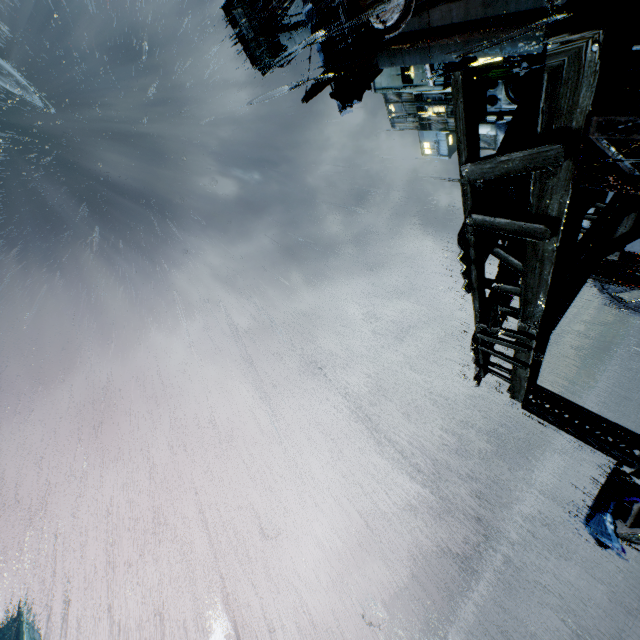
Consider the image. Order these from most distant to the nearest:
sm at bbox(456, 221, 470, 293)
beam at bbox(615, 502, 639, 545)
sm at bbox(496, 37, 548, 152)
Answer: Answer:
beam at bbox(615, 502, 639, 545)
sm at bbox(496, 37, 548, 152)
sm at bbox(456, 221, 470, 293)

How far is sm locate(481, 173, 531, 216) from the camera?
5.7 meters

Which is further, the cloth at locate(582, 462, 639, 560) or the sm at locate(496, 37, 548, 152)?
the cloth at locate(582, 462, 639, 560)

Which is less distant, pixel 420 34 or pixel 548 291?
pixel 548 291

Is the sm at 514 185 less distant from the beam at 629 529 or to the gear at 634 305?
the beam at 629 529

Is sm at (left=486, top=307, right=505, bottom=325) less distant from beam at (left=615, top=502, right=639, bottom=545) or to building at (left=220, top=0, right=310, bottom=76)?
building at (left=220, top=0, right=310, bottom=76)

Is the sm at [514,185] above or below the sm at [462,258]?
above

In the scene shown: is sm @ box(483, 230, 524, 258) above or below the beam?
above
